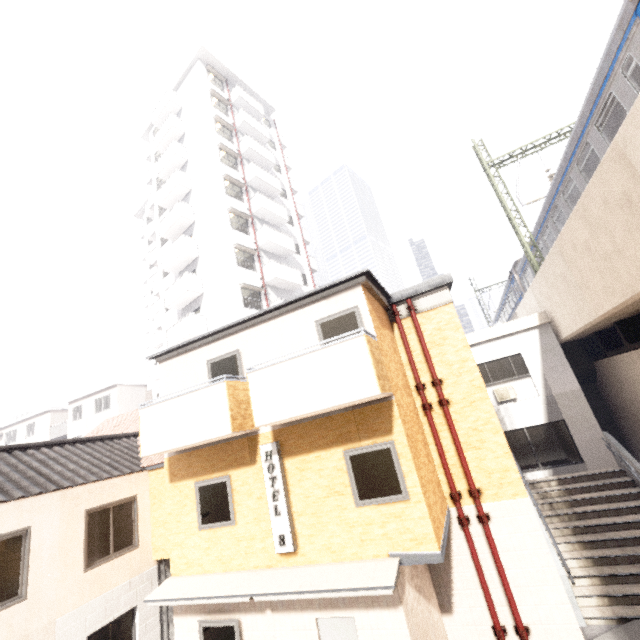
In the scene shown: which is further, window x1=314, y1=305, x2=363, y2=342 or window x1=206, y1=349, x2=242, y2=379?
window x1=206, y1=349, x2=242, y2=379

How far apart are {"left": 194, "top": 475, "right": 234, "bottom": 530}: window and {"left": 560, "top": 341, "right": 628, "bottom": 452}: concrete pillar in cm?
1541

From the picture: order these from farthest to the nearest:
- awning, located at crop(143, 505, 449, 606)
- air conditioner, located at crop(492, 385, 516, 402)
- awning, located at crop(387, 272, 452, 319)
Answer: air conditioner, located at crop(492, 385, 516, 402), awning, located at crop(387, 272, 452, 319), awning, located at crop(143, 505, 449, 606)

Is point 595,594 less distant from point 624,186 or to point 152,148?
point 624,186

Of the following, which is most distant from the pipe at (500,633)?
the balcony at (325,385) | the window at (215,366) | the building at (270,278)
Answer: the building at (270,278)

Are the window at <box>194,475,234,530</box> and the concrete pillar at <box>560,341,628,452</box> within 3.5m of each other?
no

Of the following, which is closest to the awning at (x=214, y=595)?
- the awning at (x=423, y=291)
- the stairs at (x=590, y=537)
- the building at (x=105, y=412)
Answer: the stairs at (x=590, y=537)

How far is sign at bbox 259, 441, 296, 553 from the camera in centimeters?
723cm
